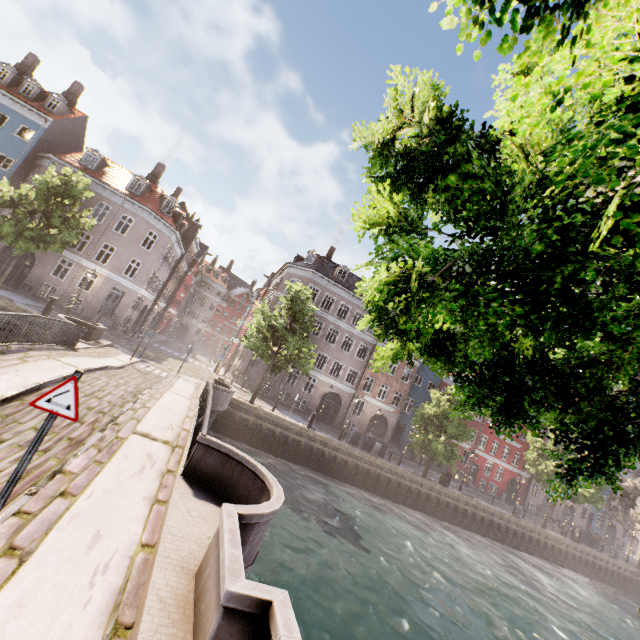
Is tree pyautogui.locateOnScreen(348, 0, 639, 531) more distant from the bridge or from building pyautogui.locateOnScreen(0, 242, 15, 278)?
building pyautogui.locateOnScreen(0, 242, 15, 278)

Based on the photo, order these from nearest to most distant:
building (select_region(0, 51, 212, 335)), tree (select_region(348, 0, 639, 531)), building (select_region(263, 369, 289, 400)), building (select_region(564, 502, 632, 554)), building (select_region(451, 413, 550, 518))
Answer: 1. tree (select_region(348, 0, 639, 531))
2. building (select_region(0, 51, 212, 335))
3. building (select_region(263, 369, 289, 400))
4. building (select_region(451, 413, 550, 518))
5. building (select_region(564, 502, 632, 554))

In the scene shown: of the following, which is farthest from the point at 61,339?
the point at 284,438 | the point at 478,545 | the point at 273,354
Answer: the point at 478,545

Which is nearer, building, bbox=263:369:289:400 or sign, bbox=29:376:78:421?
sign, bbox=29:376:78:421

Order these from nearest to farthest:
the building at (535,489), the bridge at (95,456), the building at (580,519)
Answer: the bridge at (95,456), the building at (535,489), the building at (580,519)

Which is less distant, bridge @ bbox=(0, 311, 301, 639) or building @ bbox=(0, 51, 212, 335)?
bridge @ bbox=(0, 311, 301, 639)

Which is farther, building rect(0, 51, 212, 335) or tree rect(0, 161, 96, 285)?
building rect(0, 51, 212, 335)

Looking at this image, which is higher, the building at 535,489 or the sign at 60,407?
the building at 535,489
